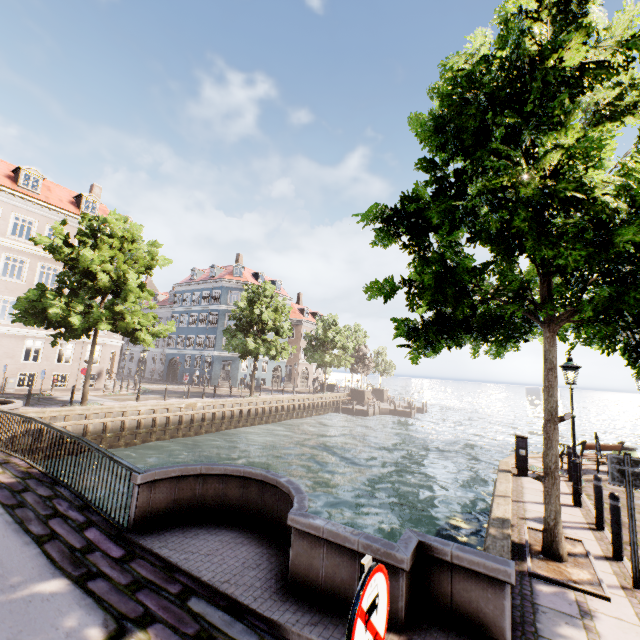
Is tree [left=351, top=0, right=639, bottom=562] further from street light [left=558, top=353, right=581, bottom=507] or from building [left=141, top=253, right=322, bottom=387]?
building [left=141, top=253, right=322, bottom=387]

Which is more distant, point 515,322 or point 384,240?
point 515,322

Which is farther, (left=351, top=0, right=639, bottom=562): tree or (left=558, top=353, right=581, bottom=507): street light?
(left=558, top=353, right=581, bottom=507): street light

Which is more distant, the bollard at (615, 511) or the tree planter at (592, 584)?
the bollard at (615, 511)

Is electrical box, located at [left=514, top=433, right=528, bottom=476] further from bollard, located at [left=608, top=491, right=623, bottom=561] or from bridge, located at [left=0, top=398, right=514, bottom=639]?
bridge, located at [left=0, top=398, right=514, bottom=639]

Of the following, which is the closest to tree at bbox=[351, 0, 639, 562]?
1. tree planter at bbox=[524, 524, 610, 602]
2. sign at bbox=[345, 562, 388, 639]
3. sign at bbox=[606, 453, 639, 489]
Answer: tree planter at bbox=[524, 524, 610, 602]

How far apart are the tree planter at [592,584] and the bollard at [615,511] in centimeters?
39cm

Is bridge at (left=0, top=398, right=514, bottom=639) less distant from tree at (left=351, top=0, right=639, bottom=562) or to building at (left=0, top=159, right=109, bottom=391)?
tree at (left=351, top=0, right=639, bottom=562)
